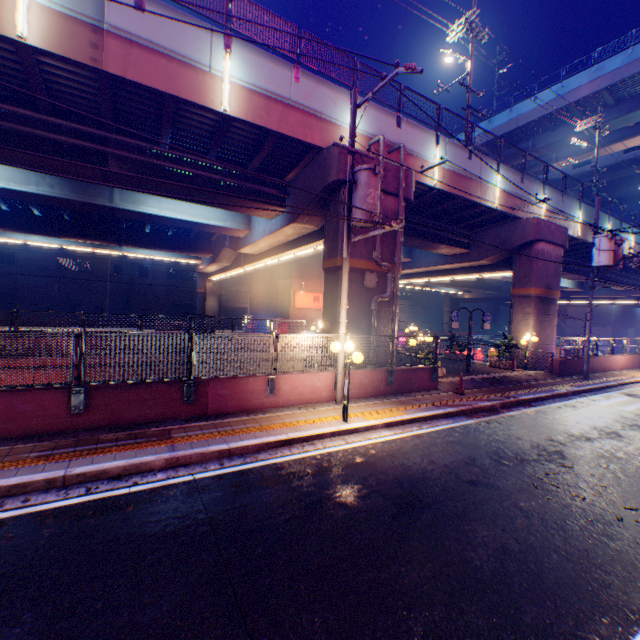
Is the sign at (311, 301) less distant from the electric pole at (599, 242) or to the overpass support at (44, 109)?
the overpass support at (44, 109)

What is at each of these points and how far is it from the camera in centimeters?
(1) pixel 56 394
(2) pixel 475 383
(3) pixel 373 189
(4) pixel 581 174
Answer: (1) concrete block, 694cm
(2) concrete curb, 1441cm
(3) electric pole, 916cm
(4) overpass support, 4406cm

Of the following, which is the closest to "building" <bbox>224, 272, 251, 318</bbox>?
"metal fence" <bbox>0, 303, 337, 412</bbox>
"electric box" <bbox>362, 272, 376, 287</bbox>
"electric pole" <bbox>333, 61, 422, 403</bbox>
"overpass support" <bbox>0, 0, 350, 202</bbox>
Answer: "overpass support" <bbox>0, 0, 350, 202</bbox>

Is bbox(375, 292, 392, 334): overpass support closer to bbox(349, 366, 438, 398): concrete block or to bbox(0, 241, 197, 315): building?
bbox(349, 366, 438, 398): concrete block

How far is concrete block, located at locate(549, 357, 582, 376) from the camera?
17.8 meters

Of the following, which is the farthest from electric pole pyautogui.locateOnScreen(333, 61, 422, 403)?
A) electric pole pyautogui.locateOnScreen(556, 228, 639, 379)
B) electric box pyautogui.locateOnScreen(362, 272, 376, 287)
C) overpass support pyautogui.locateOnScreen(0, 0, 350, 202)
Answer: electric pole pyautogui.locateOnScreen(556, 228, 639, 379)

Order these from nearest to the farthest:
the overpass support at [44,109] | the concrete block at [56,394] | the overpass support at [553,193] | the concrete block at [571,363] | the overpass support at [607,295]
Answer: the concrete block at [56,394], the overpass support at [44,109], the concrete block at [571,363], the overpass support at [553,193], the overpass support at [607,295]

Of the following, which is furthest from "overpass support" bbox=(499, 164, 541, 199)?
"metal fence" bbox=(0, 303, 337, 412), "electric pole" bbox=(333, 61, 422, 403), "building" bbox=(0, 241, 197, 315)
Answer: "building" bbox=(0, 241, 197, 315)
